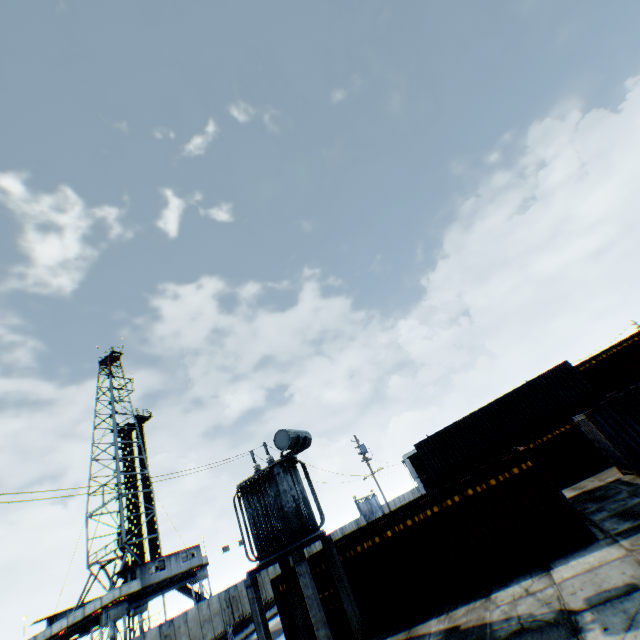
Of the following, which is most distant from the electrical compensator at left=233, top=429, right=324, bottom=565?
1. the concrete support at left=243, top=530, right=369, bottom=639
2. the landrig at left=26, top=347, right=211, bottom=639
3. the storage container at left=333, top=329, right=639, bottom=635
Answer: the landrig at left=26, top=347, right=211, bottom=639

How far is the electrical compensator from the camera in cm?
1143

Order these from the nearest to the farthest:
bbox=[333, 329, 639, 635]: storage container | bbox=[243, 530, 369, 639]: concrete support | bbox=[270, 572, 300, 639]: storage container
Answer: bbox=[243, 530, 369, 639]: concrete support
bbox=[333, 329, 639, 635]: storage container
bbox=[270, 572, 300, 639]: storage container

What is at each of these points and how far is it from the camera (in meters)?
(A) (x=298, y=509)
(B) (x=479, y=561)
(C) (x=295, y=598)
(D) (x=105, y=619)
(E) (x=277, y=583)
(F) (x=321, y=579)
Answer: (A) electrical compensator, 11.80
(B) storage container, 11.21
(C) concrete support, 12.22
(D) landrig, 25.75
(E) storage container, 14.04
(F) storage container, 13.30

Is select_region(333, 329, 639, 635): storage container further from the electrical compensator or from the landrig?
the landrig

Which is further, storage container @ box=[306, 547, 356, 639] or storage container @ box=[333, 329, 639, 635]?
storage container @ box=[306, 547, 356, 639]

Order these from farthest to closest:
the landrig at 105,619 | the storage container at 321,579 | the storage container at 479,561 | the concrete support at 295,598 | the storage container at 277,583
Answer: the landrig at 105,619
the storage container at 277,583
the storage container at 321,579
the storage container at 479,561
the concrete support at 295,598

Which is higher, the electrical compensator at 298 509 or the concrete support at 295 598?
the electrical compensator at 298 509
